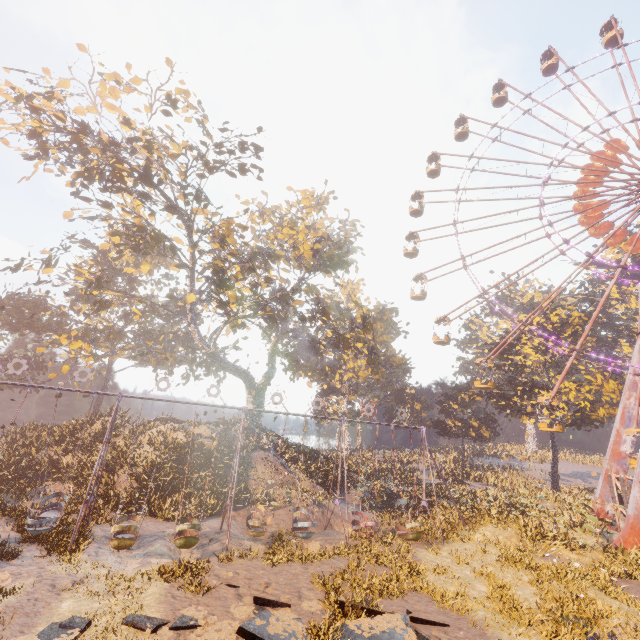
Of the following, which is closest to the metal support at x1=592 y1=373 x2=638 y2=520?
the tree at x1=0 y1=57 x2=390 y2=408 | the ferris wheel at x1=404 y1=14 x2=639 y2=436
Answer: the ferris wheel at x1=404 y1=14 x2=639 y2=436

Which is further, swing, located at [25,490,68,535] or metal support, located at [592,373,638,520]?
metal support, located at [592,373,638,520]

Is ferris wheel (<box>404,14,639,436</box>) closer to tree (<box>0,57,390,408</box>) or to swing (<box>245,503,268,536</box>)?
tree (<box>0,57,390,408</box>)

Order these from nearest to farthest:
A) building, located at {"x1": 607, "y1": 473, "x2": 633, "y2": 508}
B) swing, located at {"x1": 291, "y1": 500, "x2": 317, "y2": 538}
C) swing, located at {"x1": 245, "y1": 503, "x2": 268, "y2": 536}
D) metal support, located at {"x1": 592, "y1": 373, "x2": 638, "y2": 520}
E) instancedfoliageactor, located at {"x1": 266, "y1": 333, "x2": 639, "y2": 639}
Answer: instancedfoliageactor, located at {"x1": 266, "y1": 333, "x2": 639, "y2": 639} → swing, located at {"x1": 245, "y1": 503, "x2": 268, "y2": 536} → swing, located at {"x1": 291, "y1": 500, "x2": 317, "y2": 538} → building, located at {"x1": 607, "y1": 473, "x2": 633, "y2": 508} → metal support, located at {"x1": 592, "y1": 373, "x2": 638, "y2": 520}

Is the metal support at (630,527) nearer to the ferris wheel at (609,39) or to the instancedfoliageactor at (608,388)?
the ferris wheel at (609,39)

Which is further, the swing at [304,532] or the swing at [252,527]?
the swing at [304,532]

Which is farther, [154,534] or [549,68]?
[549,68]

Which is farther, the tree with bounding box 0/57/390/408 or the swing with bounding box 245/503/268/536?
the tree with bounding box 0/57/390/408
